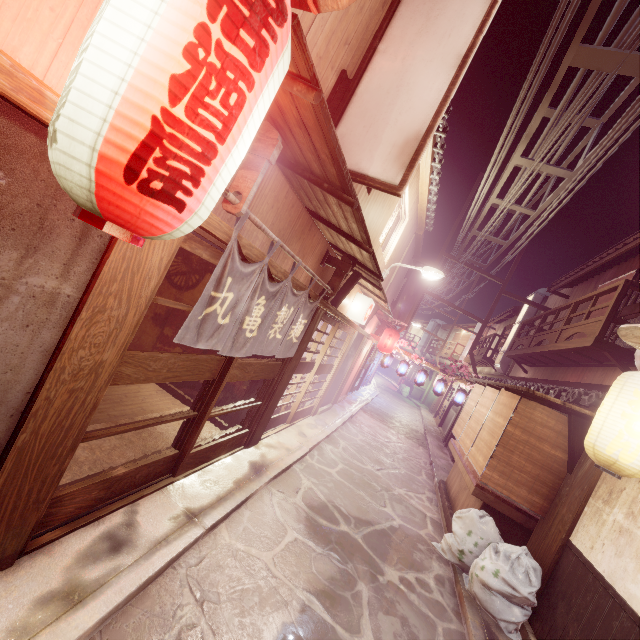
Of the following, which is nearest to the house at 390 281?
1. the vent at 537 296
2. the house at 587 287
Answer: the vent at 537 296

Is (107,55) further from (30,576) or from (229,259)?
(30,576)

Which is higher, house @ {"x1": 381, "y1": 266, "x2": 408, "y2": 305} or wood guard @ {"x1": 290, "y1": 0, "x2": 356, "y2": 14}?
house @ {"x1": 381, "y1": 266, "x2": 408, "y2": 305}

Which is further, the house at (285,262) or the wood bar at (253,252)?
the house at (285,262)

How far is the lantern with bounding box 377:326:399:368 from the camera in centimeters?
2450cm

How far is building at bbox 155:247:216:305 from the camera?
12.1m

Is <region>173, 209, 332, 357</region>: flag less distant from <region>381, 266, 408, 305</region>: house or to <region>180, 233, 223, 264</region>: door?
<region>180, 233, 223, 264</region>: door

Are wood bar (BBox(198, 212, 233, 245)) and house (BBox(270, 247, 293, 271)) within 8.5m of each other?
yes
